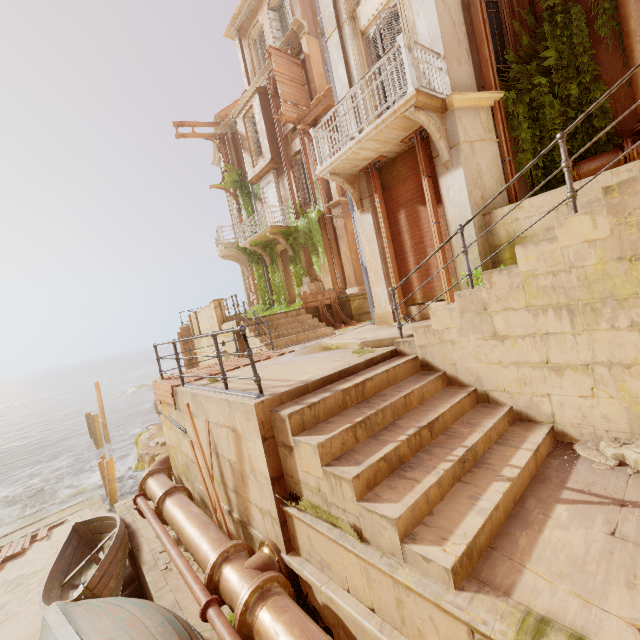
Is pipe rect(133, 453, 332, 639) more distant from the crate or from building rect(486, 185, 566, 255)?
building rect(486, 185, 566, 255)

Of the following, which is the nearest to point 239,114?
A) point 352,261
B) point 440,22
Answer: point 352,261

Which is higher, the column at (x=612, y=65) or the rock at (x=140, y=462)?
the column at (x=612, y=65)

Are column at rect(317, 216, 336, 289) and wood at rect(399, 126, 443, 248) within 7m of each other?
no

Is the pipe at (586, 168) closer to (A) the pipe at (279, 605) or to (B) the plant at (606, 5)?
(B) the plant at (606, 5)

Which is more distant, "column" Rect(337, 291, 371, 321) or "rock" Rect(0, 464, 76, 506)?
"rock" Rect(0, 464, 76, 506)

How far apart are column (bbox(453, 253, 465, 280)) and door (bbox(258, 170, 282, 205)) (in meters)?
11.98

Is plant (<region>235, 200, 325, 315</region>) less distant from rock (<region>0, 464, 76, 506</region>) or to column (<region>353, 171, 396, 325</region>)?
column (<region>353, 171, 396, 325</region>)
